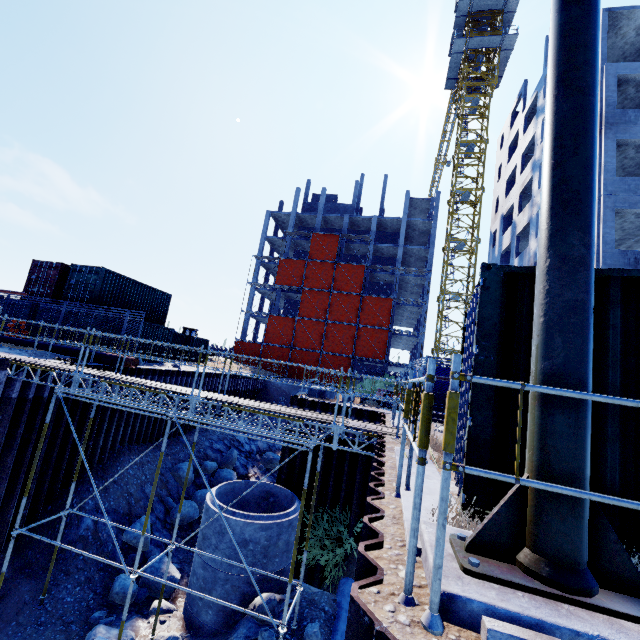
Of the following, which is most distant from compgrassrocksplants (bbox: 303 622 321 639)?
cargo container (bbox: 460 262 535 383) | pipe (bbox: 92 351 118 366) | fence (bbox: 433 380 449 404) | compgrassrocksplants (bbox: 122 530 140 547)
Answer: pipe (bbox: 92 351 118 366)

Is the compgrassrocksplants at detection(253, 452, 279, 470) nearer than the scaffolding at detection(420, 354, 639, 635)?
No

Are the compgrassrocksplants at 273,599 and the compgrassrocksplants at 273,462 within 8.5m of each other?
no

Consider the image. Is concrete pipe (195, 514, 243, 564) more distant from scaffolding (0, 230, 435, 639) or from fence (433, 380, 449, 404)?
fence (433, 380, 449, 404)

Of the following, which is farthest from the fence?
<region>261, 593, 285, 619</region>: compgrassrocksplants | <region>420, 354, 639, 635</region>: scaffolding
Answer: <region>420, 354, 639, 635</region>: scaffolding

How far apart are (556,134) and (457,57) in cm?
4118

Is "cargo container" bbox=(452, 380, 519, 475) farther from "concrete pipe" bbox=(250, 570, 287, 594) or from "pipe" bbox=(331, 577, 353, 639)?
"concrete pipe" bbox=(250, 570, 287, 594)

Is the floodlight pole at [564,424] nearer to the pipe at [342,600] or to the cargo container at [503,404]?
the cargo container at [503,404]
